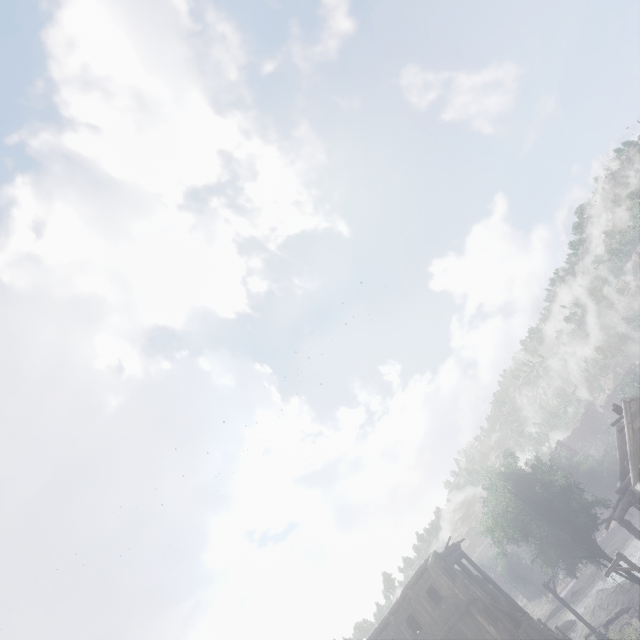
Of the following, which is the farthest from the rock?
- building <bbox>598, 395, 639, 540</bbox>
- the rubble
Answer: the rubble

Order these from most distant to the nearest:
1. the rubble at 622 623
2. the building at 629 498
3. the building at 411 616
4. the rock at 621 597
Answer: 1. the rock at 621 597
2. the rubble at 622 623
3. the building at 629 498
4. the building at 411 616

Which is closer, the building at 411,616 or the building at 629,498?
the building at 411,616

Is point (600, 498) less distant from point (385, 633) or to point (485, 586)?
point (485, 586)

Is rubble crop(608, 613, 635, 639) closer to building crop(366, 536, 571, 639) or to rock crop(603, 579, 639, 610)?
rock crop(603, 579, 639, 610)

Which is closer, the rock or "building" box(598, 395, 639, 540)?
"building" box(598, 395, 639, 540)

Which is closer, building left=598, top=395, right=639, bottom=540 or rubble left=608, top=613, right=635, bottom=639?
building left=598, top=395, right=639, bottom=540
